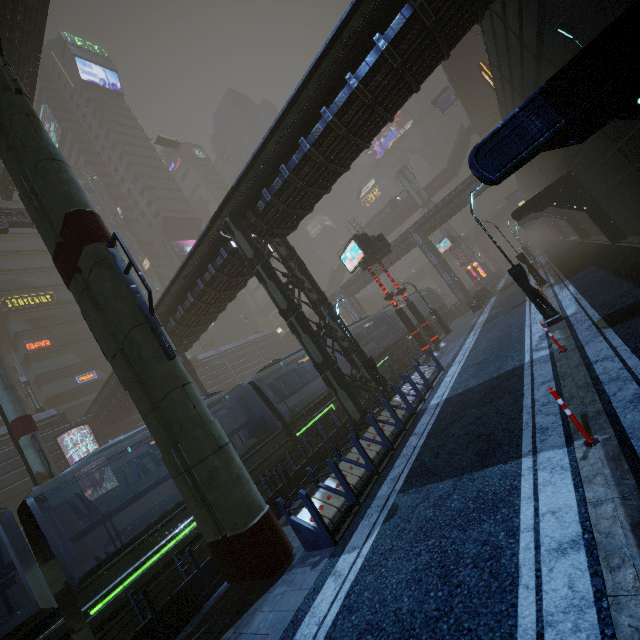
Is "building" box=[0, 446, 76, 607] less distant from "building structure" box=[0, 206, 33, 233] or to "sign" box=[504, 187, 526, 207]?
"sign" box=[504, 187, 526, 207]

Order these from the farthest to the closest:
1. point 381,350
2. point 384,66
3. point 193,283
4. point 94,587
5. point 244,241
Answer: point 381,350 → point 193,283 → point 244,241 → point 384,66 → point 94,587

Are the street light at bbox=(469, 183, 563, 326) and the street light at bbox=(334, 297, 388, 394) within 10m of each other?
yes

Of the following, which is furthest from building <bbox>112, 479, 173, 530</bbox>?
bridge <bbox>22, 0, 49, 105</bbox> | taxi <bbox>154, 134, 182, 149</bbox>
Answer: taxi <bbox>154, 134, 182, 149</bbox>

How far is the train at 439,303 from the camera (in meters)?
38.09

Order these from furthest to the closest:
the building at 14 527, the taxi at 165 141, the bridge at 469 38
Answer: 1. the taxi at 165 141
2. the bridge at 469 38
3. the building at 14 527

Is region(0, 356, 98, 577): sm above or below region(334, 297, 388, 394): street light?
above

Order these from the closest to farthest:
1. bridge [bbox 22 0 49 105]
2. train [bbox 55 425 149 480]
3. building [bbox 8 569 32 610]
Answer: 1. train [bbox 55 425 149 480]
2. bridge [bbox 22 0 49 105]
3. building [bbox 8 569 32 610]
